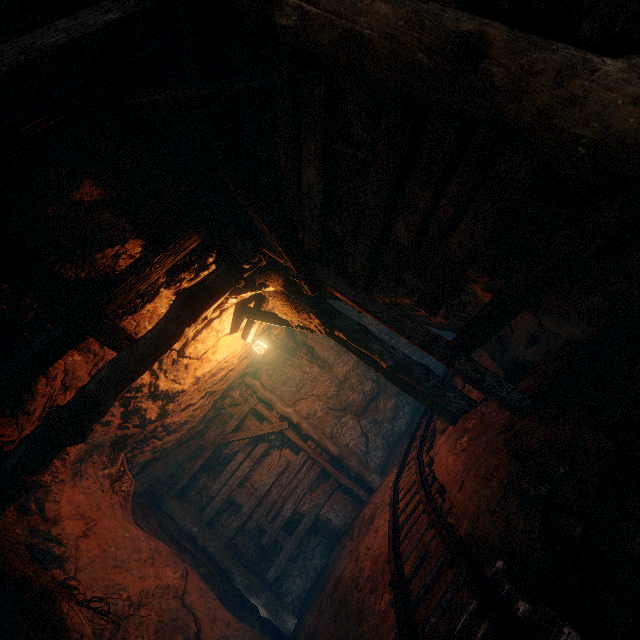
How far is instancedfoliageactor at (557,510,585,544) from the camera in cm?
182

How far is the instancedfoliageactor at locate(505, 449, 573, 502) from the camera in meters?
2.2 m

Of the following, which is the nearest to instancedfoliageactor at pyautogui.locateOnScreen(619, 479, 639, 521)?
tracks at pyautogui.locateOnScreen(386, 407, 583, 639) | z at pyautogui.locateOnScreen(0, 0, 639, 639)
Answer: z at pyautogui.locateOnScreen(0, 0, 639, 639)

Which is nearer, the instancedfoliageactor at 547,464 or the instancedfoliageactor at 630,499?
the instancedfoliageactor at 630,499

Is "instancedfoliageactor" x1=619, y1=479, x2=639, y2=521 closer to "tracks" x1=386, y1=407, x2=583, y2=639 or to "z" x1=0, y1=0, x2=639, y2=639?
"z" x1=0, y1=0, x2=639, y2=639

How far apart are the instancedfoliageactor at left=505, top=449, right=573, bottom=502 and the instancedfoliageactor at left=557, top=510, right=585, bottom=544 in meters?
0.3

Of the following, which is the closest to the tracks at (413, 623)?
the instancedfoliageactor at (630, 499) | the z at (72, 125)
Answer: the z at (72, 125)

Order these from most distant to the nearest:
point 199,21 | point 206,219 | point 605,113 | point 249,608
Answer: point 249,608
point 206,219
point 199,21
point 605,113
